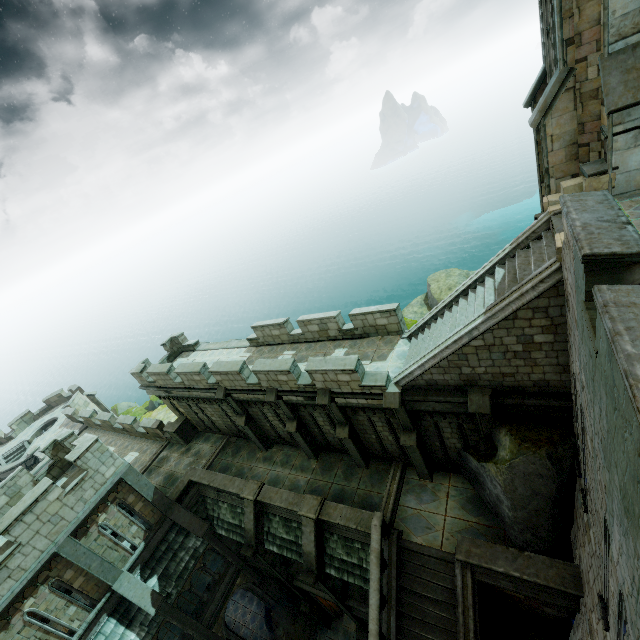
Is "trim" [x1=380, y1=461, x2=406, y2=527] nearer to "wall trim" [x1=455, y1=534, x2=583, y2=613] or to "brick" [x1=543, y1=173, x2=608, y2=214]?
"wall trim" [x1=455, y1=534, x2=583, y2=613]

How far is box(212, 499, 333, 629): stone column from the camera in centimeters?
1499cm

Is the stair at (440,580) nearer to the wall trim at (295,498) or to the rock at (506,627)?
the wall trim at (295,498)

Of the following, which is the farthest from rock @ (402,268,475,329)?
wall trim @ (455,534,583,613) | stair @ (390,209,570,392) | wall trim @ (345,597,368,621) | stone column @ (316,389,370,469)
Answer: stair @ (390,209,570,392)

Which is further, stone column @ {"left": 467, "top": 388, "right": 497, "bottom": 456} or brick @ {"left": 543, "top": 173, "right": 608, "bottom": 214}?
stone column @ {"left": 467, "top": 388, "right": 497, "bottom": 456}

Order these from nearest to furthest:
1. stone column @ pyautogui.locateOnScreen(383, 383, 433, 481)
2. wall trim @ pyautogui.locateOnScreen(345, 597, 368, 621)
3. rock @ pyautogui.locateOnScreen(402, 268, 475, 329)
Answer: stone column @ pyautogui.locateOnScreen(383, 383, 433, 481) → wall trim @ pyautogui.locateOnScreen(345, 597, 368, 621) → rock @ pyautogui.locateOnScreen(402, 268, 475, 329)

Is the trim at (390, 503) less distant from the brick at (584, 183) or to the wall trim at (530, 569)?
the wall trim at (530, 569)

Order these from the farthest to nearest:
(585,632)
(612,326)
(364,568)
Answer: (364,568)
(585,632)
(612,326)
